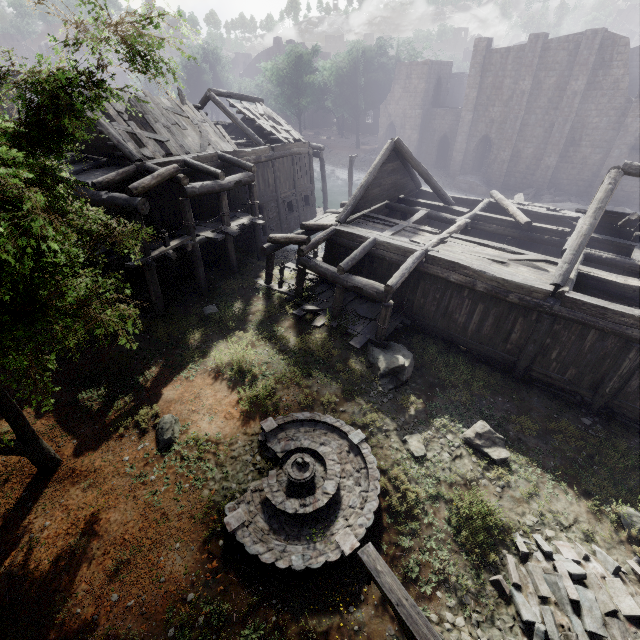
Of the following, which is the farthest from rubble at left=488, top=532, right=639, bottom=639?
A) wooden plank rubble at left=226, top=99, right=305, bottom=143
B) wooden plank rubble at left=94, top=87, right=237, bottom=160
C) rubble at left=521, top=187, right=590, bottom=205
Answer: rubble at left=521, top=187, right=590, bottom=205

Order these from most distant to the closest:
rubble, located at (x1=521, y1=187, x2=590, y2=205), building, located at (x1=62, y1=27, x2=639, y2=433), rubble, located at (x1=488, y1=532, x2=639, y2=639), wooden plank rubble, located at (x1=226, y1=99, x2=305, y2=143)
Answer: rubble, located at (x1=521, y1=187, x2=590, y2=205) → wooden plank rubble, located at (x1=226, y1=99, x2=305, y2=143) → building, located at (x1=62, y1=27, x2=639, y2=433) → rubble, located at (x1=488, y1=532, x2=639, y2=639)

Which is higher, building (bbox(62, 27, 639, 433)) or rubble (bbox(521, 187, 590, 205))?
building (bbox(62, 27, 639, 433))

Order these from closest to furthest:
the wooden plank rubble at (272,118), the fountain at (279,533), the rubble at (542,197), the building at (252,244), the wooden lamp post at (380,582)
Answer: the wooden lamp post at (380,582) → the fountain at (279,533) → the building at (252,244) → the wooden plank rubble at (272,118) → the rubble at (542,197)

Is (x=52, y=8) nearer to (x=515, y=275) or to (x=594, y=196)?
(x=515, y=275)

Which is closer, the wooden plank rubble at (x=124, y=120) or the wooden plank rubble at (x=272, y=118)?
the wooden plank rubble at (x=124, y=120)

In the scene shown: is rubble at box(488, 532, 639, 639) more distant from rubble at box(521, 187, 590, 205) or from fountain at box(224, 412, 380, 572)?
rubble at box(521, 187, 590, 205)

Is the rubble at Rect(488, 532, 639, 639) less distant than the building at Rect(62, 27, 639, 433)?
Yes
